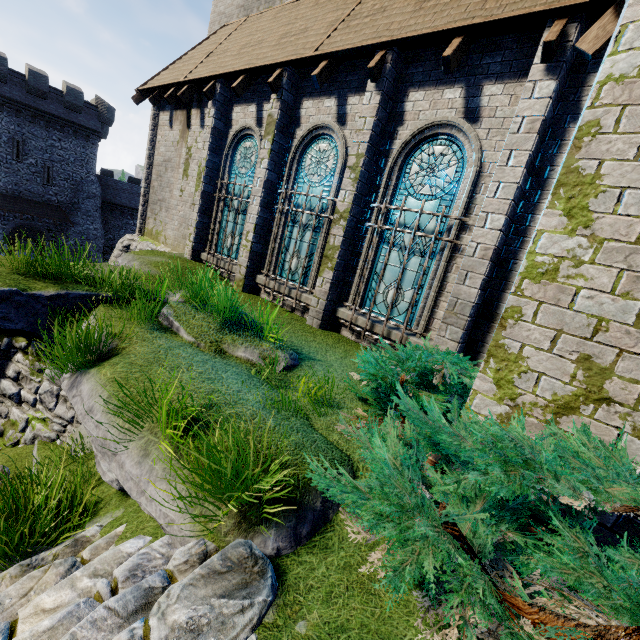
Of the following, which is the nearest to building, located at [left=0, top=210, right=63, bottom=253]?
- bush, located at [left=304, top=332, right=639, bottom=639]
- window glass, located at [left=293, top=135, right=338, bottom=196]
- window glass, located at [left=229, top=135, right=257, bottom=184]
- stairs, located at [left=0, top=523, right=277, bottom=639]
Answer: window glass, located at [left=229, top=135, right=257, bottom=184]

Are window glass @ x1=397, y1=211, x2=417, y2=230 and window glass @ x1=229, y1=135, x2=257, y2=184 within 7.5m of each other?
yes

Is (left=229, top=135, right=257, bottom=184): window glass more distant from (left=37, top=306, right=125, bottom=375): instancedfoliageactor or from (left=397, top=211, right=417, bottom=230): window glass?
(left=37, top=306, right=125, bottom=375): instancedfoliageactor

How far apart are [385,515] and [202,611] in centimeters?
134cm

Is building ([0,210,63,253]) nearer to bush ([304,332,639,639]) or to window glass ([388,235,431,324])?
window glass ([388,235,431,324])

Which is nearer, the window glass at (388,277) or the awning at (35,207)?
the window glass at (388,277)

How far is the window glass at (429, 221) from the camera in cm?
627

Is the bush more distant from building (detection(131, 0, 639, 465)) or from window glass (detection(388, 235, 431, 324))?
window glass (detection(388, 235, 431, 324))
